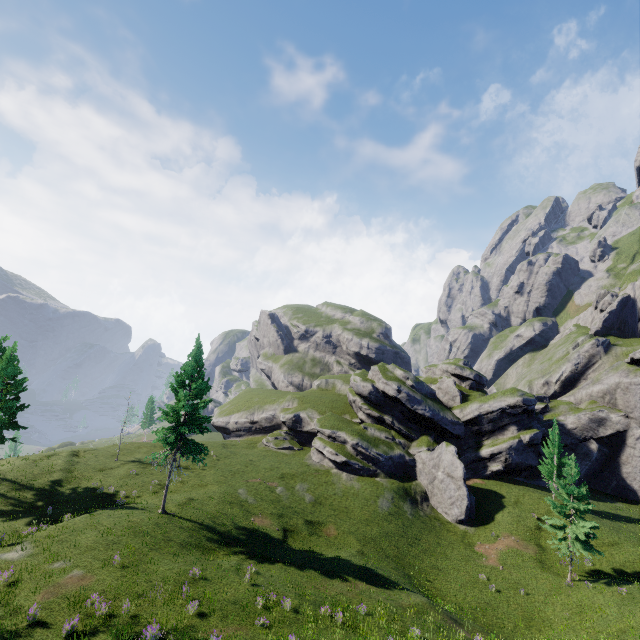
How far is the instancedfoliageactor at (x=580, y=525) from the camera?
28.0m

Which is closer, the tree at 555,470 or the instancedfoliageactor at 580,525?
the instancedfoliageactor at 580,525

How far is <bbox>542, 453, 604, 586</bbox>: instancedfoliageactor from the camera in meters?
28.0

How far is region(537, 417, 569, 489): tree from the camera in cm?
3988

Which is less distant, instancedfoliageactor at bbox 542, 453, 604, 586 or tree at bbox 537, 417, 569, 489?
instancedfoliageactor at bbox 542, 453, 604, 586

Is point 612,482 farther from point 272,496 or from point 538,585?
point 272,496
